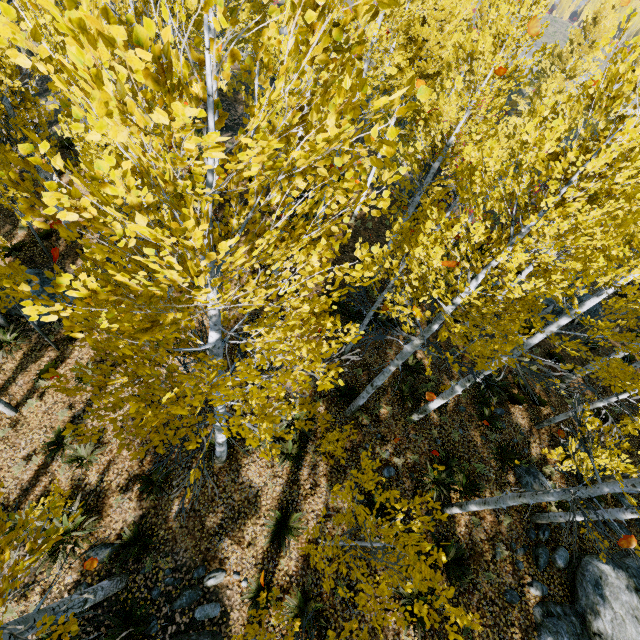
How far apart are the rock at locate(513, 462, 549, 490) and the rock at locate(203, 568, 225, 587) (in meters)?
8.55

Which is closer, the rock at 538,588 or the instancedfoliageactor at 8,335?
the rock at 538,588

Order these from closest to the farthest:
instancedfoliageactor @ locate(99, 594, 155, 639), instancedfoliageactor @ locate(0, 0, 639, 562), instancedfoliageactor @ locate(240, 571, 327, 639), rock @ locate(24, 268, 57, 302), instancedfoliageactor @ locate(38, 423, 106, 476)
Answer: instancedfoliageactor @ locate(0, 0, 639, 562) < instancedfoliageactor @ locate(38, 423, 106, 476) < instancedfoliageactor @ locate(240, 571, 327, 639) < instancedfoliageactor @ locate(99, 594, 155, 639) < rock @ locate(24, 268, 57, 302)

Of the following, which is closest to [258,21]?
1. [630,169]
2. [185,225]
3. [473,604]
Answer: [630,169]

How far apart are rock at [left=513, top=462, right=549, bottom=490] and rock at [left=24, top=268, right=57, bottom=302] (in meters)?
15.74

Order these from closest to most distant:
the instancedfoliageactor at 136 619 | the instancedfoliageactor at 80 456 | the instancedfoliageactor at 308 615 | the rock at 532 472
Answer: the instancedfoliageactor at 80 456 < the instancedfoliageactor at 308 615 < the instancedfoliageactor at 136 619 < the rock at 532 472

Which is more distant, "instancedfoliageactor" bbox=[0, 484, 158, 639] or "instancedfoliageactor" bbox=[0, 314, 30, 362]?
"instancedfoliageactor" bbox=[0, 314, 30, 362]

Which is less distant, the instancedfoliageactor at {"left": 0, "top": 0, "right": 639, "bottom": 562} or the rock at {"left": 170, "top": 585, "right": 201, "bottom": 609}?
the instancedfoliageactor at {"left": 0, "top": 0, "right": 639, "bottom": 562}
